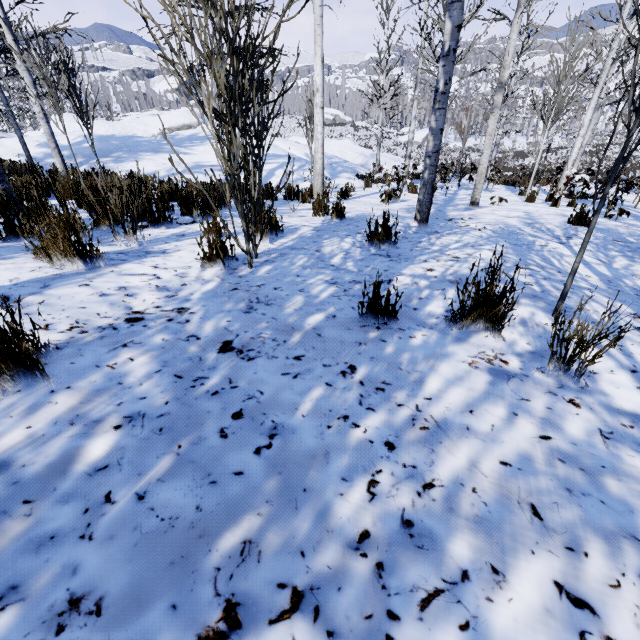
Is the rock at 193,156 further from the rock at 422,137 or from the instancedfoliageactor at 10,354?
the rock at 422,137

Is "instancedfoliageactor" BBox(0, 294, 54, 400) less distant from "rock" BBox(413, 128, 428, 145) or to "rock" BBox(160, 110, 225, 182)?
"rock" BBox(160, 110, 225, 182)

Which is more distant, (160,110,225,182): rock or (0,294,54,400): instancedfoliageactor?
(160,110,225,182): rock

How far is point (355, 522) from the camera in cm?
88

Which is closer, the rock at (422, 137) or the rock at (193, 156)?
the rock at (193, 156)

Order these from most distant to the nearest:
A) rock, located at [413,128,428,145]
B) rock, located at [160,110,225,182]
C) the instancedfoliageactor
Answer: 1. rock, located at [413,128,428,145]
2. rock, located at [160,110,225,182]
3. the instancedfoliageactor

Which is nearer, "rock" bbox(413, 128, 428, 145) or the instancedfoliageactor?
the instancedfoliageactor

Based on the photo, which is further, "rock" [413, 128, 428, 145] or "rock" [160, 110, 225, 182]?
"rock" [413, 128, 428, 145]
